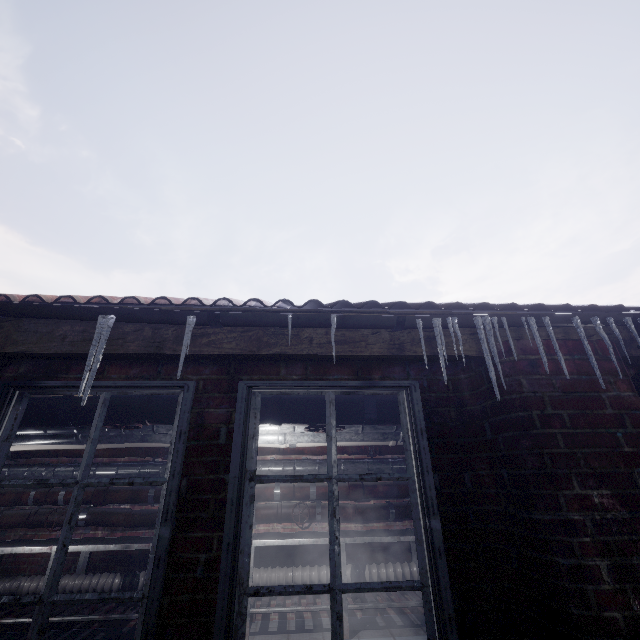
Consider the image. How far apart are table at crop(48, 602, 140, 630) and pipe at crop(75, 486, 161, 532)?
0.1 meters

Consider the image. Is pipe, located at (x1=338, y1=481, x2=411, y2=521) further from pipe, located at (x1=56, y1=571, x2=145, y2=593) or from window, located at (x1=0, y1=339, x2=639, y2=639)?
window, located at (x1=0, y1=339, x2=639, y2=639)

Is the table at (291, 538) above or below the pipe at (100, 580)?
above

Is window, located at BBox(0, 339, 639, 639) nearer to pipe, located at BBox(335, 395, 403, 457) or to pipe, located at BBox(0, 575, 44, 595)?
pipe, located at BBox(335, 395, 403, 457)

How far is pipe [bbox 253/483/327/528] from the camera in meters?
4.0 m

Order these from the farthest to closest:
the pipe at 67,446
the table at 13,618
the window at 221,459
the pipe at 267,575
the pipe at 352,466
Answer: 1. the pipe at 352,466
2. the pipe at 267,575
3. the table at 13,618
4. the pipe at 67,446
5. the window at 221,459

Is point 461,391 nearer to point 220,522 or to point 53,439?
point 220,522
